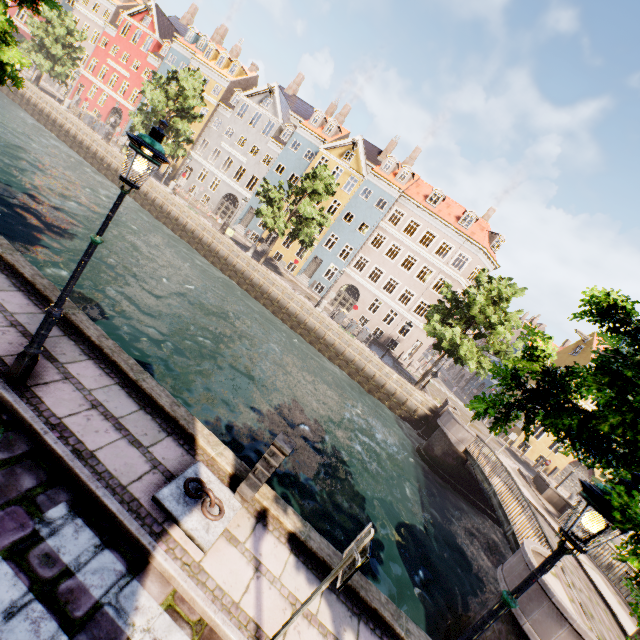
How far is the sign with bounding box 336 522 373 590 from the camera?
3.00m

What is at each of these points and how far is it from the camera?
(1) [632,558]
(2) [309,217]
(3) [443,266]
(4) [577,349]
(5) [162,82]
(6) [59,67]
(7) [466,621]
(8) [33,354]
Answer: (1) tree, 2.2 meters
(2) tree, 24.6 meters
(3) building, 32.5 meters
(4) building, 32.9 meters
(5) tree, 28.5 meters
(6) tree, 32.3 meters
(7) bridge, 9.4 meters
(8) street light, 4.3 meters

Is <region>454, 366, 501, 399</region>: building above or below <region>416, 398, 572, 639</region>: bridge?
above

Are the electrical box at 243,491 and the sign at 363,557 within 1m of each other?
no

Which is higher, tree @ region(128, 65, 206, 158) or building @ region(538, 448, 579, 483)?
tree @ region(128, 65, 206, 158)

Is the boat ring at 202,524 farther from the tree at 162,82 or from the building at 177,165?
the building at 177,165

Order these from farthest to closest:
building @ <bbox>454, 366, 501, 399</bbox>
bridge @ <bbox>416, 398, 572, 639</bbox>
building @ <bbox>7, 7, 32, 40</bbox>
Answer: building @ <bbox>7, 7, 32, 40</bbox>
building @ <bbox>454, 366, 501, 399</bbox>
bridge @ <bbox>416, 398, 572, 639</bbox>

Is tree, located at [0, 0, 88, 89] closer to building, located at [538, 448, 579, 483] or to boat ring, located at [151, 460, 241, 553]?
boat ring, located at [151, 460, 241, 553]
